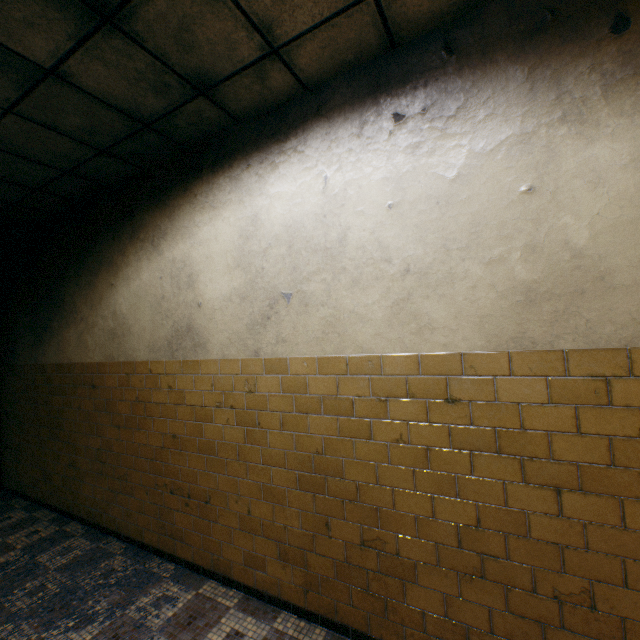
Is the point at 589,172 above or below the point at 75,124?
below
